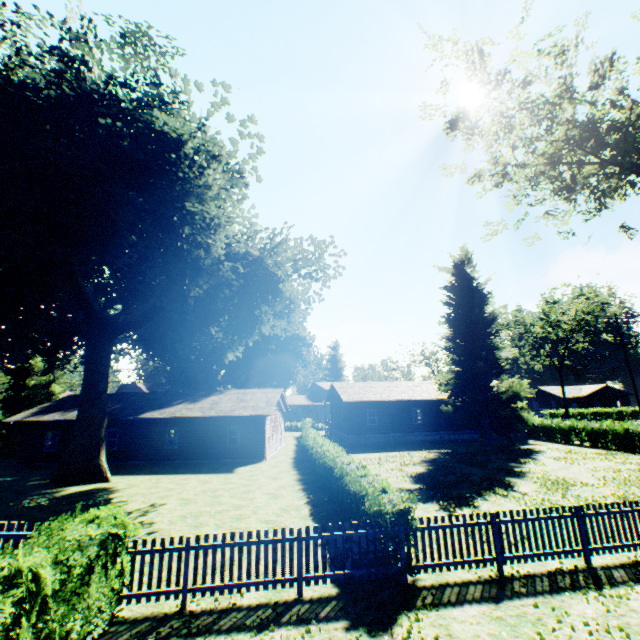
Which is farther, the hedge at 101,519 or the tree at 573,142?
the tree at 573,142

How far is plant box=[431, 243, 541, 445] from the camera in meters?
29.5

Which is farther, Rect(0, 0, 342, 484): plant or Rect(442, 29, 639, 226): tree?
A: Rect(0, 0, 342, 484): plant

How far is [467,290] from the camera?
32.8 meters

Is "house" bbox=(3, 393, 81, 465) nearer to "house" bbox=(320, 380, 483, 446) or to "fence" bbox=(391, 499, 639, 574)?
"house" bbox=(320, 380, 483, 446)

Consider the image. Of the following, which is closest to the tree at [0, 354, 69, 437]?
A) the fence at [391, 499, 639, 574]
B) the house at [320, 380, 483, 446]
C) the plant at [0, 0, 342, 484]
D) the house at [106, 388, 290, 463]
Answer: the plant at [0, 0, 342, 484]

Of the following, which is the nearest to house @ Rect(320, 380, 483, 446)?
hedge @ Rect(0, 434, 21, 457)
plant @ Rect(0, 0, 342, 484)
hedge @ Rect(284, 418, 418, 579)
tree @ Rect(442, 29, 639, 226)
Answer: plant @ Rect(0, 0, 342, 484)

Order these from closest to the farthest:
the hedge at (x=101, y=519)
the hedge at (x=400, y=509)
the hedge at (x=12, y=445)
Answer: the hedge at (x=101, y=519)
the hedge at (x=400, y=509)
the hedge at (x=12, y=445)
